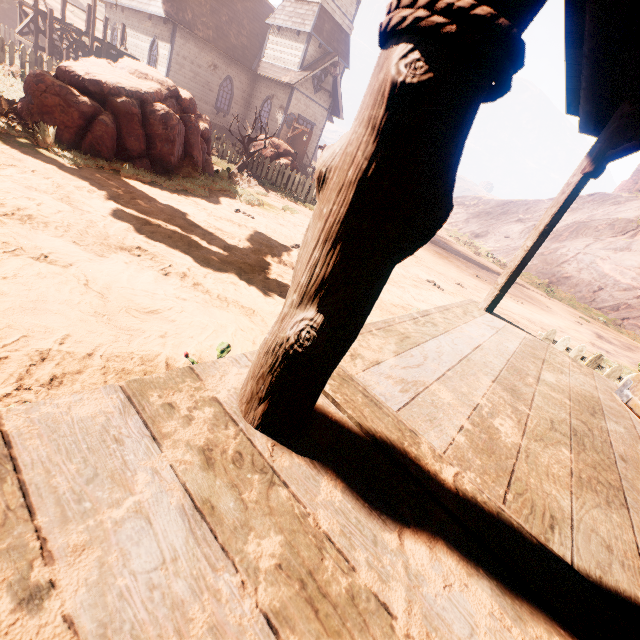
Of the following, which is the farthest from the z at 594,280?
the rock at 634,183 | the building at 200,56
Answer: the rock at 634,183

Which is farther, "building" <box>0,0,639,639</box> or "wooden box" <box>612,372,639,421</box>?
"wooden box" <box>612,372,639,421</box>

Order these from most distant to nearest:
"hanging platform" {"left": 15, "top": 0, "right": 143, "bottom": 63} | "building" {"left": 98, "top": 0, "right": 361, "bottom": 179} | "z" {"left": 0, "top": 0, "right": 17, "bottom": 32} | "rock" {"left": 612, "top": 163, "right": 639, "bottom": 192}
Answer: "rock" {"left": 612, "top": 163, "right": 639, "bottom": 192}
"z" {"left": 0, "top": 0, "right": 17, "bottom": 32}
"building" {"left": 98, "top": 0, "right": 361, "bottom": 179}
"hanging platform" {"left": 15, "top": 0, "right": 143, "bottom": 63}

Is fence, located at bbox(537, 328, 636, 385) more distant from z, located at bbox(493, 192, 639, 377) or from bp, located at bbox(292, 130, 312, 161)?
bp, located at bbox(292, 130, 312, 161)

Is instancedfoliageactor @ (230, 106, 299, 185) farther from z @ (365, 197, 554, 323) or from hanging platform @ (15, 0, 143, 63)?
hanging platform @ (15, 0, 143, 63)

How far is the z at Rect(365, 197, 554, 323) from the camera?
7.40m

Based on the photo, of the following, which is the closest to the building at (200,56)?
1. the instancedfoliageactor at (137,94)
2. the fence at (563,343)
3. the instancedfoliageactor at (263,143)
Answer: the fence at (563,343)

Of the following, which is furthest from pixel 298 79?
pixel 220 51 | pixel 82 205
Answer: pixel 82 205
